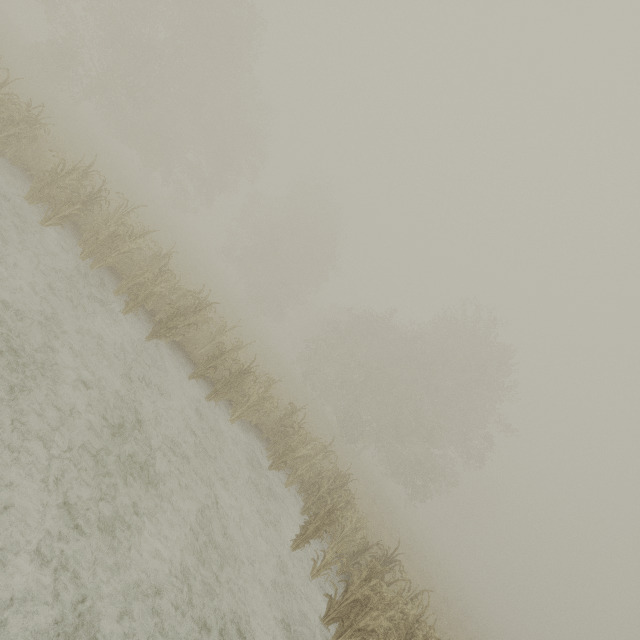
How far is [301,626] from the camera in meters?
6.5
